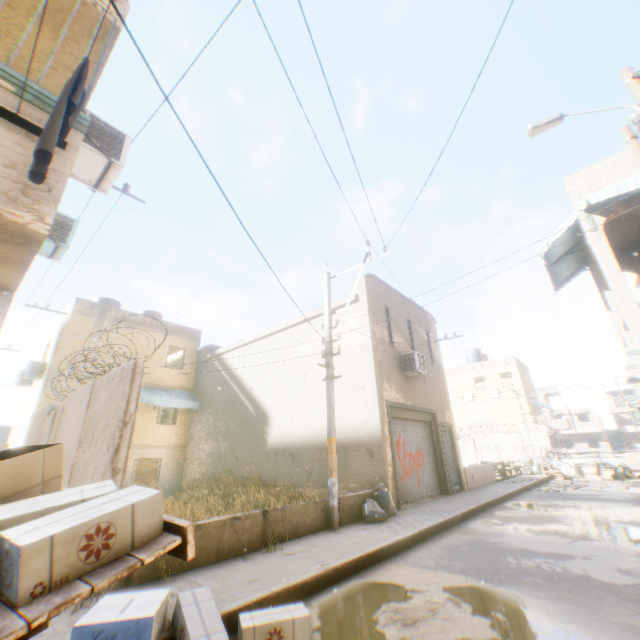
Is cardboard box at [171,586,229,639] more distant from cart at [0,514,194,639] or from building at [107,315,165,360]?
building at [107,315,165,360]

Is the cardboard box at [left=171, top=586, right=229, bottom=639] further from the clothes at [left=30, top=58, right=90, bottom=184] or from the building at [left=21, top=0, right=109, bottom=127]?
the clothes at [left=30, top=58, right=90, bottom=184]

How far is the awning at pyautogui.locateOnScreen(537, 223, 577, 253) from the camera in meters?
10.4 m

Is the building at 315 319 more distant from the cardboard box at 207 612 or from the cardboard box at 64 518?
the cardboard box at 207 612

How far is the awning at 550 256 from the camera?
11.0m

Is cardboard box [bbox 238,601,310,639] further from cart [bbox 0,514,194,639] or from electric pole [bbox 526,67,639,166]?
electric pole [bbox 526,67,639,166]

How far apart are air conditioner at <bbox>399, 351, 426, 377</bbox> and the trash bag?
2.2 meters

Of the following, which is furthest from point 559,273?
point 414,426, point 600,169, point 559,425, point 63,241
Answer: point 559,425
